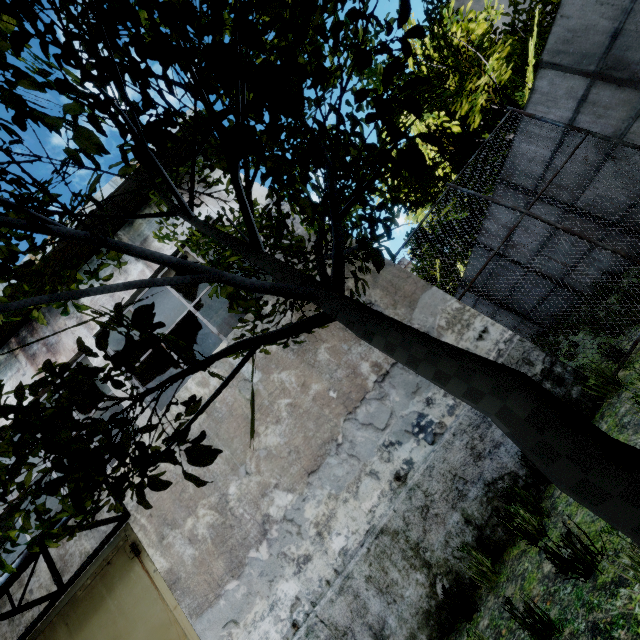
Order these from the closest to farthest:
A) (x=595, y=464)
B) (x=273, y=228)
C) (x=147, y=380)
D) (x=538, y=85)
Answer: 1. (x=595, y=464)
2. (x=273, y=228)
3. (x=538, y=85)
4. (x=147, y=380)

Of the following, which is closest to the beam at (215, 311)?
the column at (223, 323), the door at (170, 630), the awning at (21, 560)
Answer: the column at (223, 323)

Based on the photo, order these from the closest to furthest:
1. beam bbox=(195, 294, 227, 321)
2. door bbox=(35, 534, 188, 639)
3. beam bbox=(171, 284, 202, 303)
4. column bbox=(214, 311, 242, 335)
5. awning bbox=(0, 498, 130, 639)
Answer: awning bbox=(0, 498, 130, 639) → door bbox=(35, 534, 188, 639) → beam bbox=(171, 284, 202, 303) → beam bbox=(195, 294, 227, 321) → column bbox=(214, 311, 242, 335)

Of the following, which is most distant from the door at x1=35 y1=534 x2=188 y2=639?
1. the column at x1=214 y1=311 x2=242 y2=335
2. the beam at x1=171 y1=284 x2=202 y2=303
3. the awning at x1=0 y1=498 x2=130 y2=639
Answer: the beam at x1=171 y1=284 x2=202 y2=303

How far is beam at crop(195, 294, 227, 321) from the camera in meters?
9.2 m

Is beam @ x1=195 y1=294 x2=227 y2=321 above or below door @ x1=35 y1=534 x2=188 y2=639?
above

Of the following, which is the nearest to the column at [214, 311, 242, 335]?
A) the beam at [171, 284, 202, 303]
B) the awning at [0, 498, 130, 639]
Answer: the beam at [171, 284, 202, 303]

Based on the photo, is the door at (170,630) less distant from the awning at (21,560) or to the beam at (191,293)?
the awning at (21,560)
